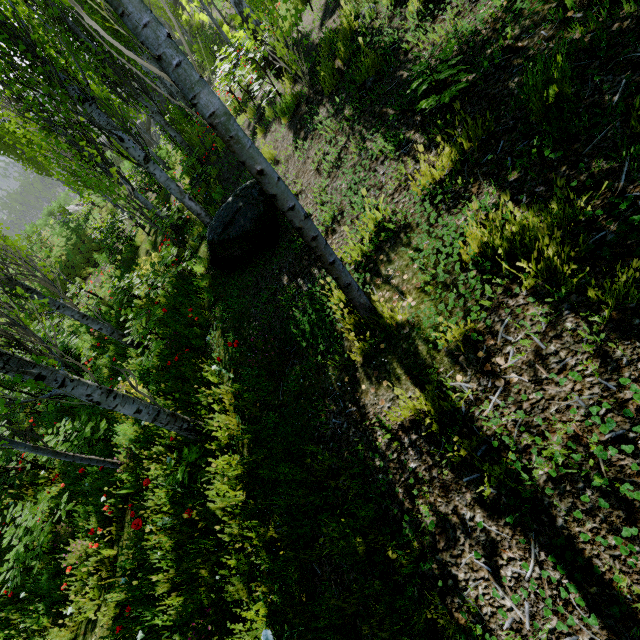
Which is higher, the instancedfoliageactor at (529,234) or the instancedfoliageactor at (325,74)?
the instancedfoliageactor at (325,74)

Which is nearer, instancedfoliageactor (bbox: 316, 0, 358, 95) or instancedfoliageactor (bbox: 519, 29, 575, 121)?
instancedfoliageactor (bbox: 519, 29, 575, 121)

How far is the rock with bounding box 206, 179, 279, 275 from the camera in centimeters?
496cm

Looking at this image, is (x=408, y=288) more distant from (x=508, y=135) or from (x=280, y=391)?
(x=280, y=391)

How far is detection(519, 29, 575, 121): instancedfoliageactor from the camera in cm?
215

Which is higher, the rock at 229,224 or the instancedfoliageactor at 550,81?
the instancedfoliageactor at 550,81
